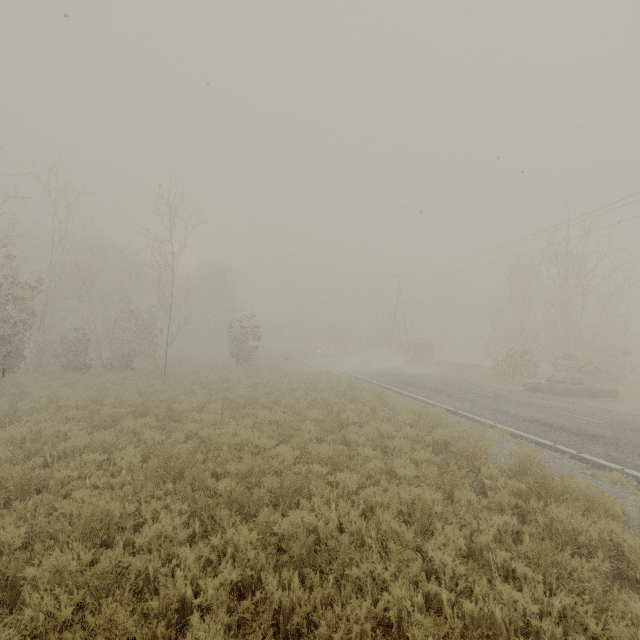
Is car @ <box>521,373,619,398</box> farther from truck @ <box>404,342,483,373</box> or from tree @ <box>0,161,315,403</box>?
tree @ <box>0,161,315,403</box>

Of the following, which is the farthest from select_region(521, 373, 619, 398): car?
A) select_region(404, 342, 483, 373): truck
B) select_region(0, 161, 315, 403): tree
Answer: select_region(0, 161, 315, 403): tree

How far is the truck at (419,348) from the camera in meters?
29.2

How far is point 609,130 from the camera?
12.09m

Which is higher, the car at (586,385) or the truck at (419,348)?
the truck at (419,348)

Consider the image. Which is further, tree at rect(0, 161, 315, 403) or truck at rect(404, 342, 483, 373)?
truck at rect(404, 342, 483, 373)

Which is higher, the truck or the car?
the truck
